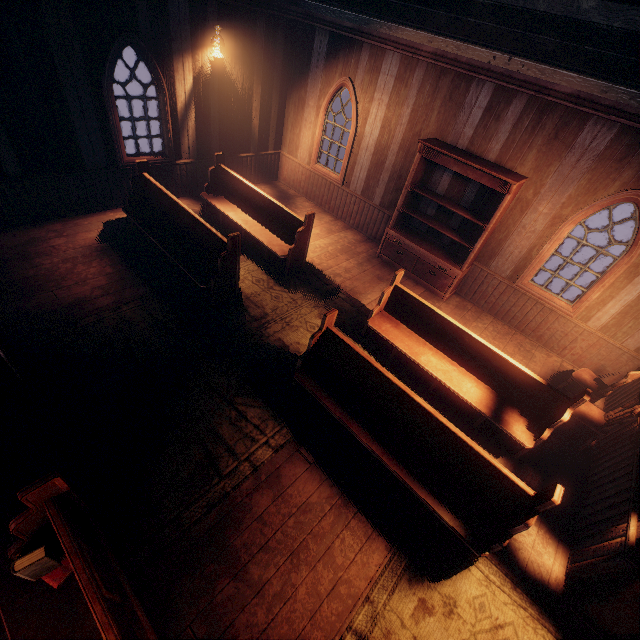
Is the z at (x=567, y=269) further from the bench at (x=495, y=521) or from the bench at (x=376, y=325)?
the bench at (x=495, y=521)

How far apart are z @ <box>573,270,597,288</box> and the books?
14.8 meters

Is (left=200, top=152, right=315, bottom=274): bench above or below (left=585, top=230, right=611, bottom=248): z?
above

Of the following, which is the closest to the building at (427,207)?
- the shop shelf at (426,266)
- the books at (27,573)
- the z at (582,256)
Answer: the shop shelf at (426,266)

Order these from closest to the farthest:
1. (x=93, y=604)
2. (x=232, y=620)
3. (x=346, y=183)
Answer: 1. (x=93, y=604)
2. (x=232, y=620)
3. (x=346, y=183)

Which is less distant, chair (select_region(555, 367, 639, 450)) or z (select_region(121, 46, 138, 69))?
chair (select_region(555, 367, 639, 450))

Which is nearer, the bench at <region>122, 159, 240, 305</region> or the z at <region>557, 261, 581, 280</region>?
the bench at <region>122, 159, 240, 305</region>

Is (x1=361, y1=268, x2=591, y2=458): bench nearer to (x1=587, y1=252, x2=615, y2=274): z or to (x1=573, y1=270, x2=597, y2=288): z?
(x1=587, y1=252, x2=615, y2=274): z
